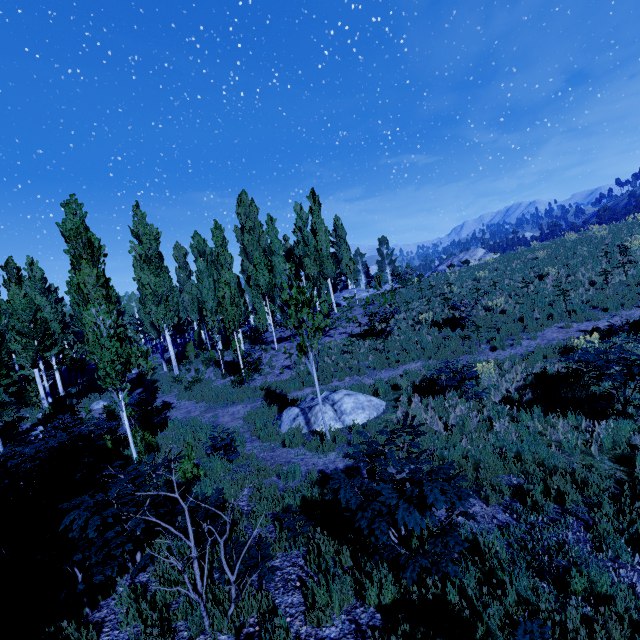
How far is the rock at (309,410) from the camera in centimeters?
984cm

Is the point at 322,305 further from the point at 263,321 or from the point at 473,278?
the point at 473,278

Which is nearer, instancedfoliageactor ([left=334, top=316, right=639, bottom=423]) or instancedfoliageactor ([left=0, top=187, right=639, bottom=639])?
instancedfoliageactor ([left=0, top=187, right=639, bottom=639])

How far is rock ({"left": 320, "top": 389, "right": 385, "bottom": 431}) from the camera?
9.7 meters

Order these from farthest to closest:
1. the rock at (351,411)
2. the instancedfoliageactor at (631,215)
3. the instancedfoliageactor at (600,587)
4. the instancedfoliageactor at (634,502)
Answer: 1. the instancedfoliageactor at (631,215)
2. the rock at (351,411)
3. the instancedfoliageactor at (634,502)
4. the instancedfoliageactor at (600,587)

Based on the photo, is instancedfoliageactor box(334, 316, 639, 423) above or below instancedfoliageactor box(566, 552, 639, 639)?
above
